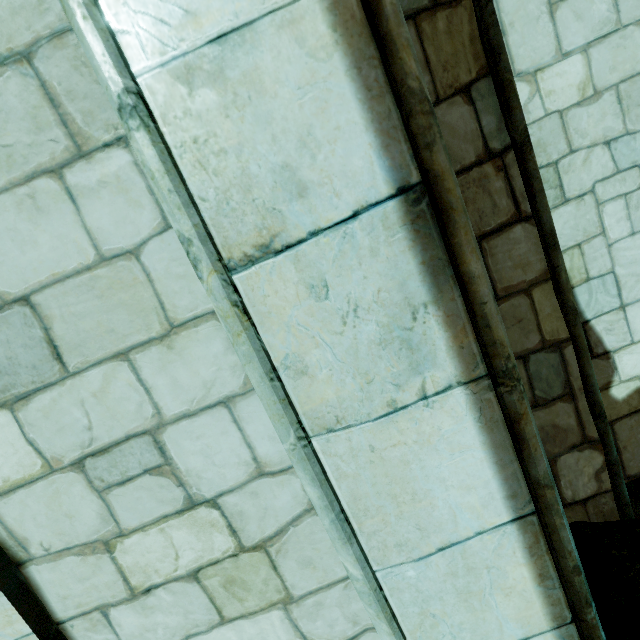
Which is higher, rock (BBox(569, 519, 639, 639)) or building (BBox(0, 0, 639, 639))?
building (BBox(0, 0, 639, 639))

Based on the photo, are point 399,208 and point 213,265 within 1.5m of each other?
yes

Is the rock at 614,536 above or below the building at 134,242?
below
